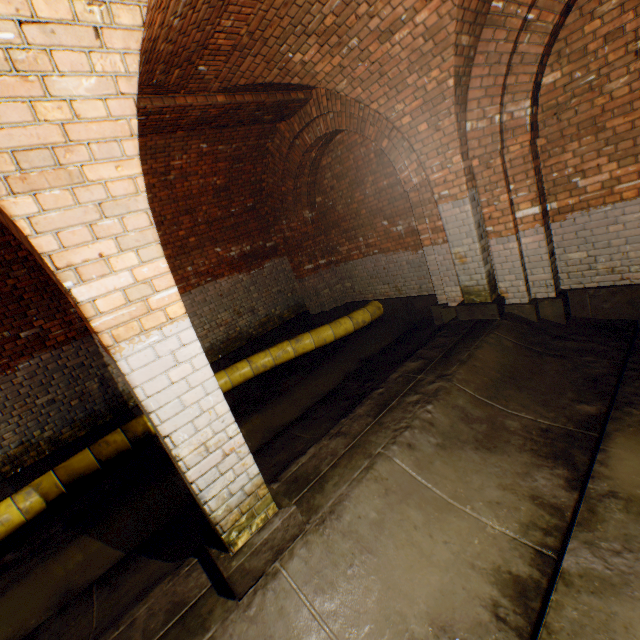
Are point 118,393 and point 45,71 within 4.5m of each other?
no

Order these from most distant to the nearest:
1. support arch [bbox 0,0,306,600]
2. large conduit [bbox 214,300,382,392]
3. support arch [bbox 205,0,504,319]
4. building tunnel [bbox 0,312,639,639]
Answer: large conduit [bbox 214,300,382,392]
support arch [bbox 205,0,504,319]
building tunnel [bbox 0,312,639,639]
support arch [bbox 0,0,306,600]

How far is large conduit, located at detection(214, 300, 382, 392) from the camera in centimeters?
630cm

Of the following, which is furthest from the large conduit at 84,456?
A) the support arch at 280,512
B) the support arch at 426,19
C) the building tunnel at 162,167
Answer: the support arch at 280,512

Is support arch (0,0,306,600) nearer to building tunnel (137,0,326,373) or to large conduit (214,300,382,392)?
building tunnel (137,0,326,373)

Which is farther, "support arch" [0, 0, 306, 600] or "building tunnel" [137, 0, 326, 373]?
"building tunnel" [137, 0, 326, 373]

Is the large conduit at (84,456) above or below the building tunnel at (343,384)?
above

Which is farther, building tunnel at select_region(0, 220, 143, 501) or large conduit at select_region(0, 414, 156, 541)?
building tunnel at select_region(0, 220, 143, 501)
